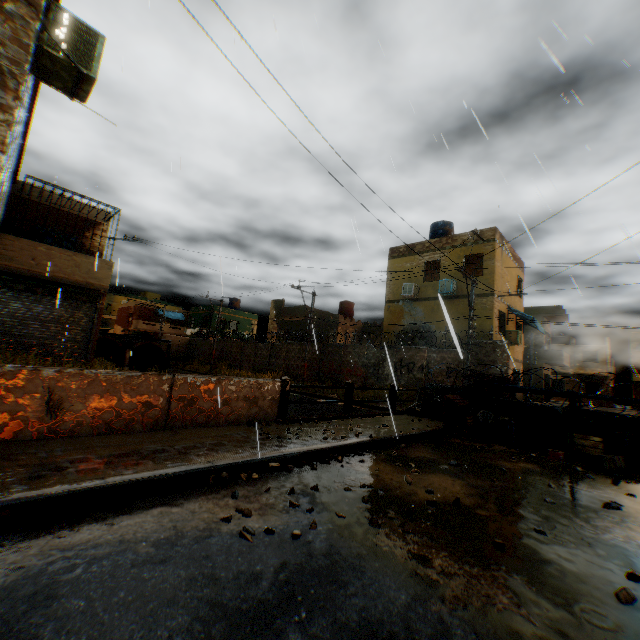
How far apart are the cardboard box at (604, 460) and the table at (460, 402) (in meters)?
3.14

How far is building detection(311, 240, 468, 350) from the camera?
19.0m

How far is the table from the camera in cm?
943

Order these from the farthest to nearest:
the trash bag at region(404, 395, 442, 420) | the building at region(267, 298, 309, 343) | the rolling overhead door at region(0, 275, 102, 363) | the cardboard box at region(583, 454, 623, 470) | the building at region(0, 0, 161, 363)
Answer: the building at region(267, 298, 309, 343)
the rolling overhead door at region(0, 275, 102, 363)
the trash bag at region(404, 395, 442, 420)
the cardboard box at region(583, 454, 623, 470)
the building at region(0, 0, 161, 363)

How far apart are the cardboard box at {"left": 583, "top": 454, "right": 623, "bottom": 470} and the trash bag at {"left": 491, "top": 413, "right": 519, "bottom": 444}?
1.5 meters

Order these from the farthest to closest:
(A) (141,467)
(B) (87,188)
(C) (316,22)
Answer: (B) (87,188)
(C) (316,22)
(A) (141,467)

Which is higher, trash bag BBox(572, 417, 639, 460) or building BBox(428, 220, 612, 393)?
building BBox(428, 220, 612, 393)

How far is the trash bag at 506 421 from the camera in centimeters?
810cm
